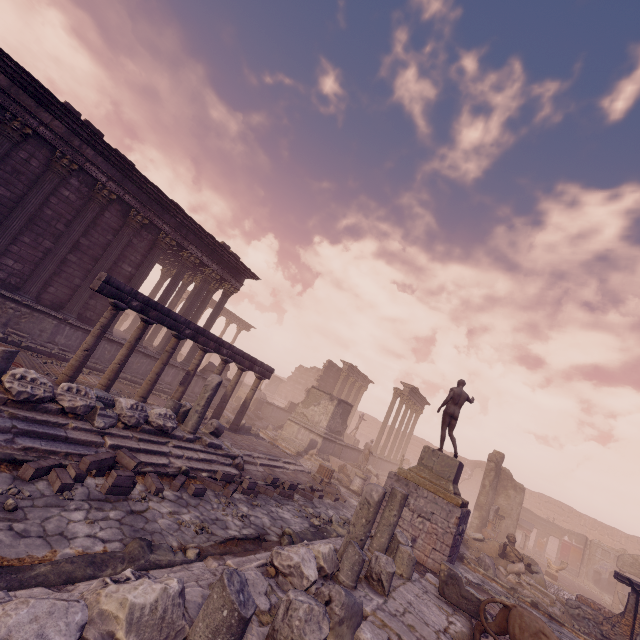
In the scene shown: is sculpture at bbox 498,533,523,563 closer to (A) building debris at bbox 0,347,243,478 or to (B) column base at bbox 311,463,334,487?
(B) column base at bbox 311,463,334,487

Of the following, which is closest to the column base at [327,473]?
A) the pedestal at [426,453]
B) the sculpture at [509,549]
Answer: the pedestal at [426,453]

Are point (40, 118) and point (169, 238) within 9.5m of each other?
yes

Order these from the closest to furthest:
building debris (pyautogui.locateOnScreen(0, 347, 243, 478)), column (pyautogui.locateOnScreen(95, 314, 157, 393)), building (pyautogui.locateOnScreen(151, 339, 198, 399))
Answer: building debris (pyautogui.locateOnScreen(0, 347, 243, 478)) → column (pyautogui.locateOnScreen(95, 314, 157, 393)) → building (pyautogui.locateOnScreen(151, 339, 198, 399))

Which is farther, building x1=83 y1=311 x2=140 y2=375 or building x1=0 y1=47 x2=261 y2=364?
building x1=83 y1=311 x2=140 y2=375

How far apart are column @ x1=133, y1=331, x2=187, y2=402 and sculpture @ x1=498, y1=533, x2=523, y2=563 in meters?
15.0 m

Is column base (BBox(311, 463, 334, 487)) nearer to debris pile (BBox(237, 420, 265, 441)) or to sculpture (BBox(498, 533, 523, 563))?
debris pile (BBox(237, 420, 265, 441))

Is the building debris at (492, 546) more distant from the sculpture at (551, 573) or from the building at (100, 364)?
the building at (100, 364)
